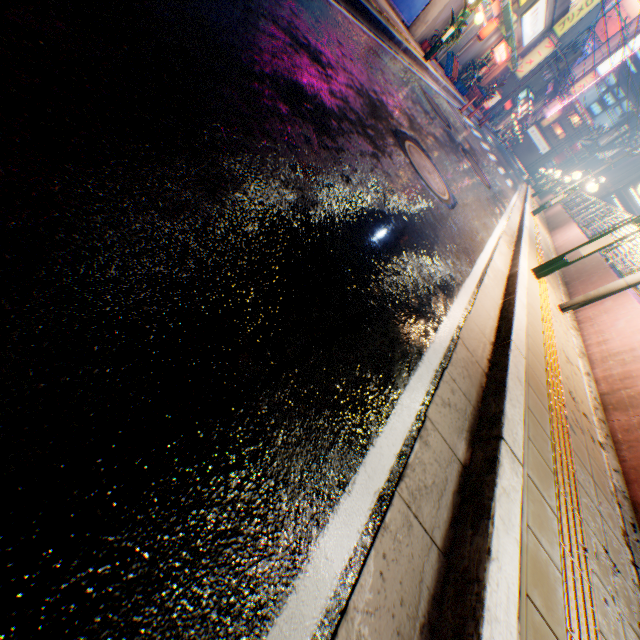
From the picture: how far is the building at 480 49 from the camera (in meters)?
17.41

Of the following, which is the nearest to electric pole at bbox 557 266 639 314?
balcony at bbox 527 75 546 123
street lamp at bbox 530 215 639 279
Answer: street lamp at bbox 530 215 639 279

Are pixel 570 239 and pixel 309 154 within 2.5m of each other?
no

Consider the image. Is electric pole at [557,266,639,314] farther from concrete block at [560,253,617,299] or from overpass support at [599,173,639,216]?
overpass support at [599,173,639,216]

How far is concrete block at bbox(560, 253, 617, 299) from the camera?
7.62m

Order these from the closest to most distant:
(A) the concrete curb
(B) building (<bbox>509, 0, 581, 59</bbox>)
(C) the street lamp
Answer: (A) the concrete curb, (C) the street lamp, (B) building (<bbox>509, 0, 581, 59</bbox>)

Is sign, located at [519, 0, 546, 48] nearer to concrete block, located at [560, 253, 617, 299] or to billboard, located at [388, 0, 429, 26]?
billboard, located at [388, 0, 429, 26]

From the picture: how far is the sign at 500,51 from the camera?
19.2 meters
